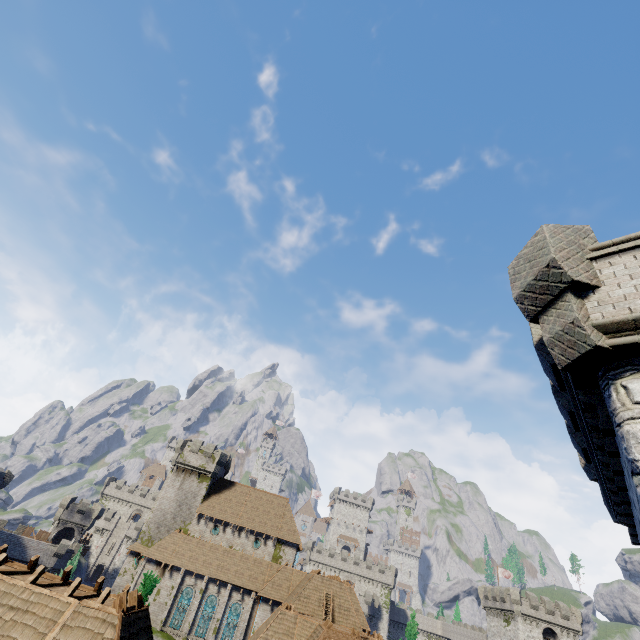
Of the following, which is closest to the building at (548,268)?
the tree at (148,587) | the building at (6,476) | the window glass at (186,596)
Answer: the tree at (148,587)

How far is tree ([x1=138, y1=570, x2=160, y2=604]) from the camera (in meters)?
15.20

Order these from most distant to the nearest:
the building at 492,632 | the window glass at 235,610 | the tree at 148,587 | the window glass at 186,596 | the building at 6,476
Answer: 1. the building at 492,632
2. the building at 6,476
3. the window glass at 186,596
4. the window glass at 235,610
5. the tree at 148,587

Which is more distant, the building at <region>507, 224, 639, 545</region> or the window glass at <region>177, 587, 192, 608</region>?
the window glass at <region>177, 587, 192, 608</region>

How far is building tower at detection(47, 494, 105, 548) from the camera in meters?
55.2

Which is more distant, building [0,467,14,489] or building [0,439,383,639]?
building [0,467,14,489]

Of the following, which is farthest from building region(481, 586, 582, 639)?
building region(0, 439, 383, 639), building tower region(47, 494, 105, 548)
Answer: building tower region(47, 494, 105, 548)

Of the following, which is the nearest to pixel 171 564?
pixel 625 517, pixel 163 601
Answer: pixel 163 601
